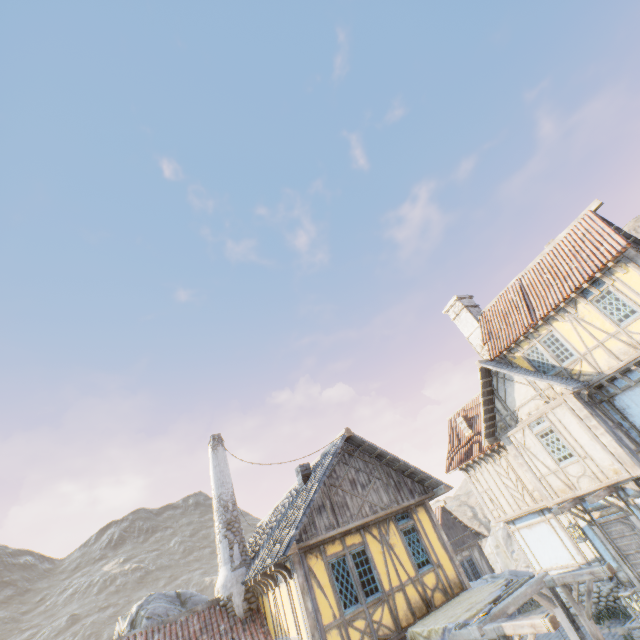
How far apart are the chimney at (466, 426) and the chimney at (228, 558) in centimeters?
1312cm

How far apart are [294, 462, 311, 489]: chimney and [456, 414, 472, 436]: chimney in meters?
10.4 m

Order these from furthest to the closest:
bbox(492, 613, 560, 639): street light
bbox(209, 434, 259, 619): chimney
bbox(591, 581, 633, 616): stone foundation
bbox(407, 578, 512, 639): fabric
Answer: bbox(591, 581, 633, 616): stone foundation < bbox(209, 434, 259, 619): chimney < bbox(407, 578, 512, 639): fabric < bbox(492, 613, 560, 639): street light

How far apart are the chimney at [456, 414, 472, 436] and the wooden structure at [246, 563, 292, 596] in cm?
1302

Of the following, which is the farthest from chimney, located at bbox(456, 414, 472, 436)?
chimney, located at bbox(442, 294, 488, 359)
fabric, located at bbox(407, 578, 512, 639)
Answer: fabric, located at bbox(407, 578, 512, 639)

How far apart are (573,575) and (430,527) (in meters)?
4.60

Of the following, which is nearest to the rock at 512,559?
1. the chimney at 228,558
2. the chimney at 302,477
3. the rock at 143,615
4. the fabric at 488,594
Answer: the rock at 143,615

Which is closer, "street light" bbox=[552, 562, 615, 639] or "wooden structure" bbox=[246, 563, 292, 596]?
"street light" bbox=[552, 562, 615, 639]
